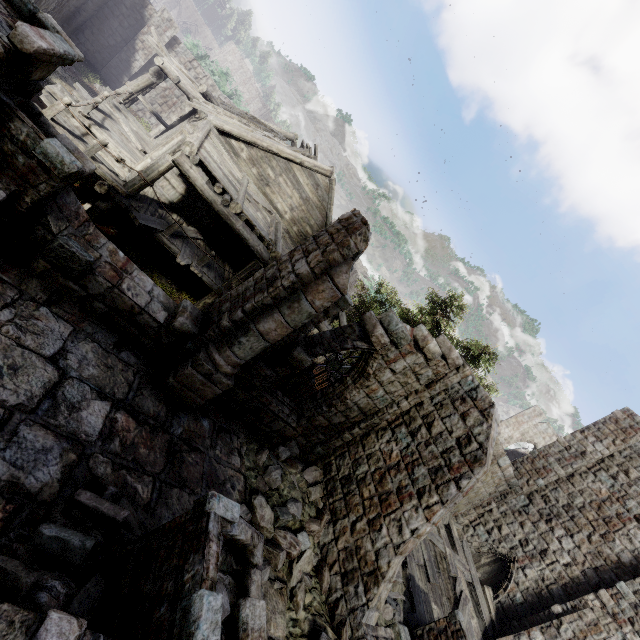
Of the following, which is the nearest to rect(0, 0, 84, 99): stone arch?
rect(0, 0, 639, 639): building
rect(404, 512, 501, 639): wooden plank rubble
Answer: rect(0, 0, 639, 639): building

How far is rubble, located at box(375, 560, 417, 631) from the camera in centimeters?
955cm

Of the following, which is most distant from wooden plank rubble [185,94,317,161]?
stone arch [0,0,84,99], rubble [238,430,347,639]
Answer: rubble [238,430,347,639]

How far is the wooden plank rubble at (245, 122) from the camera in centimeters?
1183cm

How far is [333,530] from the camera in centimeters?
827cm

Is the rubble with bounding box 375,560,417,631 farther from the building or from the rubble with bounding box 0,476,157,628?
the rubble with bounding box 0,476,157,628

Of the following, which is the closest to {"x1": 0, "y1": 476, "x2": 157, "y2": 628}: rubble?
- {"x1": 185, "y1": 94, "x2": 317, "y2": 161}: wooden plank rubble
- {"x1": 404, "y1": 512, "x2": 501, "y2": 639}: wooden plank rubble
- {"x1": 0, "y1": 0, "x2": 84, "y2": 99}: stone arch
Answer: {"x1": 404, "y1": 512, "x2": 501, "y2": 639}: wooden plank rubble

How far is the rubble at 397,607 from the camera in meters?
9.5 m
